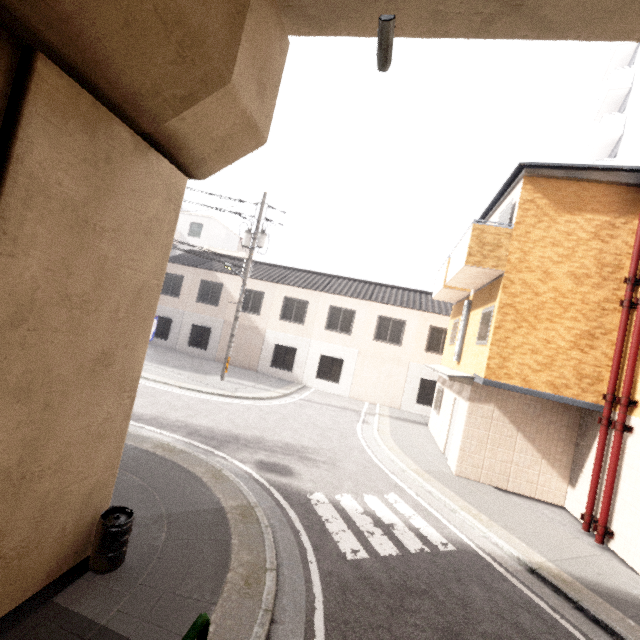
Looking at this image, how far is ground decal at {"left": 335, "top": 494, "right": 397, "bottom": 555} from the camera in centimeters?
558cm

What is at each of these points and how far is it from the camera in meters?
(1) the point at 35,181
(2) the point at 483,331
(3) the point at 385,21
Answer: (1) concrete pillar, 2.6
(2) window, 9.7
(3) window, 3.5

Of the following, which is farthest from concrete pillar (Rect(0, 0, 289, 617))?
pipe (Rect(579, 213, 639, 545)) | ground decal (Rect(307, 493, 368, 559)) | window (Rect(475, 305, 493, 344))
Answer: pipe (Rect(579, 213, 639, 545))

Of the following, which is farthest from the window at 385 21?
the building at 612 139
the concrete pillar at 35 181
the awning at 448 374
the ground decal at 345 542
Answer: the building at 612 139

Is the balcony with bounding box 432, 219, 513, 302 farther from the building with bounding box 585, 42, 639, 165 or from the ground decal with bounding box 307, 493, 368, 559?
the building with bounding box 585, 42, 639, 165

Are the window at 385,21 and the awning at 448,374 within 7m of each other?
no

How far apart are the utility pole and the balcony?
8.60m

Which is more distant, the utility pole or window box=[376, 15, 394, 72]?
the utility pole
